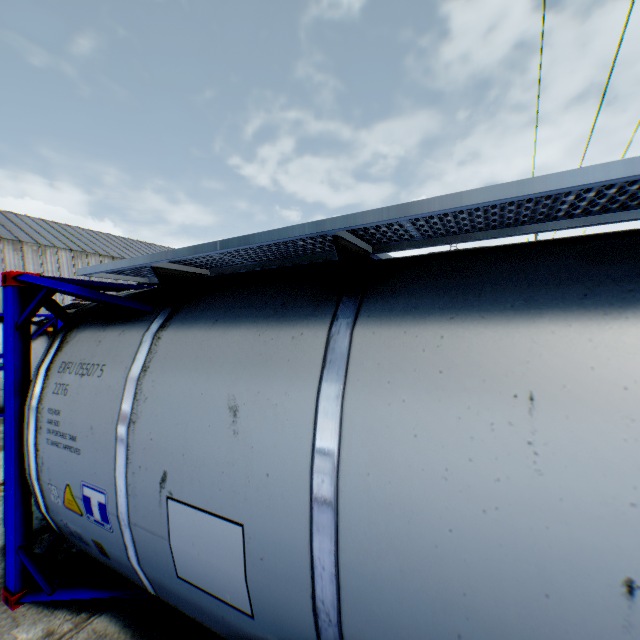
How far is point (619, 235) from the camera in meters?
1.5 m

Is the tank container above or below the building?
below

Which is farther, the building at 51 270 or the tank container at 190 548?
the building at 51 270

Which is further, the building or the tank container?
the building

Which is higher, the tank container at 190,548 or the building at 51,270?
the building at 51,270
